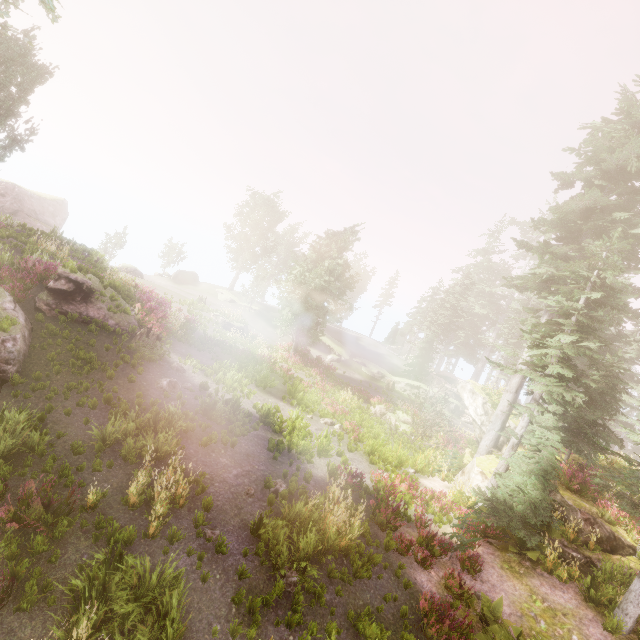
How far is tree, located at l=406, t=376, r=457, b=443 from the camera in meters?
21.7

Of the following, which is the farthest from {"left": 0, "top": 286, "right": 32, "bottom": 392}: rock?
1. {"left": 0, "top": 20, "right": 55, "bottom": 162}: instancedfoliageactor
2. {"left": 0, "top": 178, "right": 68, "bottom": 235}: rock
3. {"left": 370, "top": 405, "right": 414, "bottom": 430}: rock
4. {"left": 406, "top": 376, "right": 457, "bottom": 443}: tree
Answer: {"left": 406, "top": 376, "right": 457, "bottom": 443}: tree

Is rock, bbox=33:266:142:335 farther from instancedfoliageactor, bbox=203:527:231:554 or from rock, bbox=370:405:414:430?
rock, bbox=370:405:414:430

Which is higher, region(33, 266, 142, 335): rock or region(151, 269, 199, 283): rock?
region(33, 266, 142, 335): rock

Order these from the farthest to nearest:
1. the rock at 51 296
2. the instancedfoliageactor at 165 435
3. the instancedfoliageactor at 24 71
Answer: the instancedfoliageactor at 24 71 → the rock at 51 296 → the instancedfoliageactor at 165 435

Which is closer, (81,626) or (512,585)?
(81,626)

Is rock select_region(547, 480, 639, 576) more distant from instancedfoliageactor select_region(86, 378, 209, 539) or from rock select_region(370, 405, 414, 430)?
rock select_region(370, 405, 414, 430)

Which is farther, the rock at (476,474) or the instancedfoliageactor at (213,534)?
the rock at (476,474)
